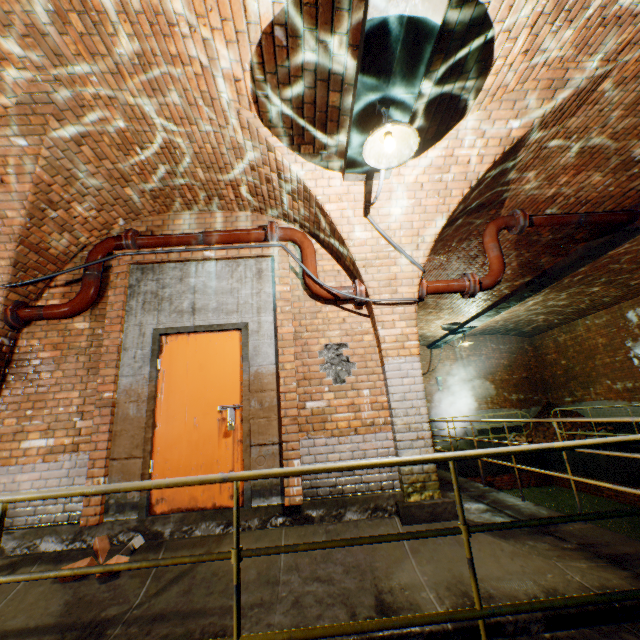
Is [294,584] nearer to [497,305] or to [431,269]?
[431,269]

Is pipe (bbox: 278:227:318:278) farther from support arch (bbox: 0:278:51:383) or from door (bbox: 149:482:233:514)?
support arch (bbox: 0:278:51:383)

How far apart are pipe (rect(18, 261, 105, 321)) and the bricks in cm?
267

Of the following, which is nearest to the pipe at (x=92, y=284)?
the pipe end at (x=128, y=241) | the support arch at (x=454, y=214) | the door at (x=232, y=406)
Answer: the pipe end at (x=128, y=241)

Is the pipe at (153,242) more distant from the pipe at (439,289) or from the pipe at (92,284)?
the pipe at (439,289)

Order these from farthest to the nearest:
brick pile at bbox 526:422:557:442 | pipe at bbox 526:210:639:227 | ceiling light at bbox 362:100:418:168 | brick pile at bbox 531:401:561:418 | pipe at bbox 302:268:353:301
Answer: brick pile at bbox 531:401:561:418 < brick pile at bbox 526:422:557:442 < pipe at bbox 526:210:639:227 < pipe at bbox 302:268:353:301 < ceiling light at bbox 362:100:418:168

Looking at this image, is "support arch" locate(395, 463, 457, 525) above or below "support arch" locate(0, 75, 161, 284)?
below

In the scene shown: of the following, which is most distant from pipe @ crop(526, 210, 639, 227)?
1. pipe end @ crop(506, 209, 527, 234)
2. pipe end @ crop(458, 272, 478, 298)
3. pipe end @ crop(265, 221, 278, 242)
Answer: pipe end @ crop(265, 221, 278, 242)
